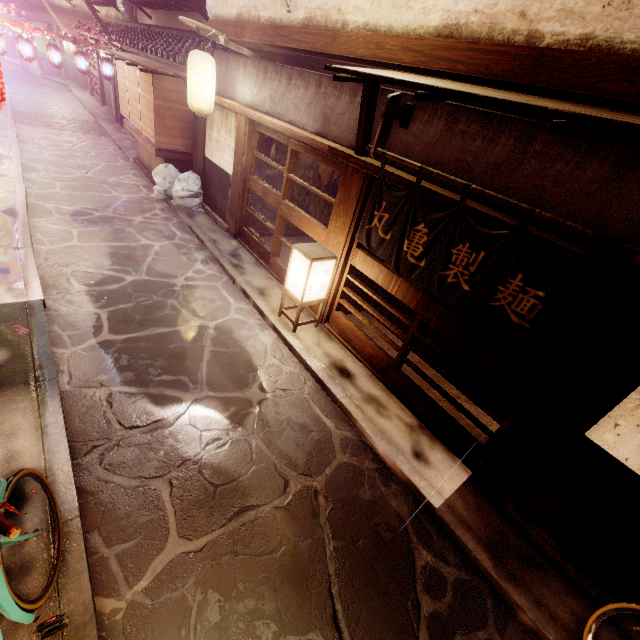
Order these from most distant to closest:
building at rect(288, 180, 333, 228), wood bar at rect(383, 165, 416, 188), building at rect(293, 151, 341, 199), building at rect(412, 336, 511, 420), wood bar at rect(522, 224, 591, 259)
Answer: building at rect(288, 180, 333, 228), building at rect(293, 151, 341, 199), building at rect(412, 336, 511, 420), wood bar at rect(383, 165, 416, 188), wood bar at rect(522, 224, 591, 259)

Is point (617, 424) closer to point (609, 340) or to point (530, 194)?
point (609, 340)

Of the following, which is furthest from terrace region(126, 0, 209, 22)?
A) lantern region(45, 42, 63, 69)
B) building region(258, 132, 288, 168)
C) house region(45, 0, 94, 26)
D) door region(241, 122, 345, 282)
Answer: house region(45, 0, 94, 26)

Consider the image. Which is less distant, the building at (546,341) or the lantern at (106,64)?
the building at (546,341)

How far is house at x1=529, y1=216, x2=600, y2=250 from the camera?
5.7 meters

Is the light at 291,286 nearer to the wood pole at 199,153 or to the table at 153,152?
the wood pole at 199,153

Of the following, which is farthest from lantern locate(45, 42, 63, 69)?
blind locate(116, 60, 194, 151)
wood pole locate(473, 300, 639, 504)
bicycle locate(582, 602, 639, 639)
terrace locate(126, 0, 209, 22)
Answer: bicycle locate(582, 602, 639, 639)

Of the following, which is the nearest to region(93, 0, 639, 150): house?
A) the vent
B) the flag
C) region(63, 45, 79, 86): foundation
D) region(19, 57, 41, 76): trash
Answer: the flag
